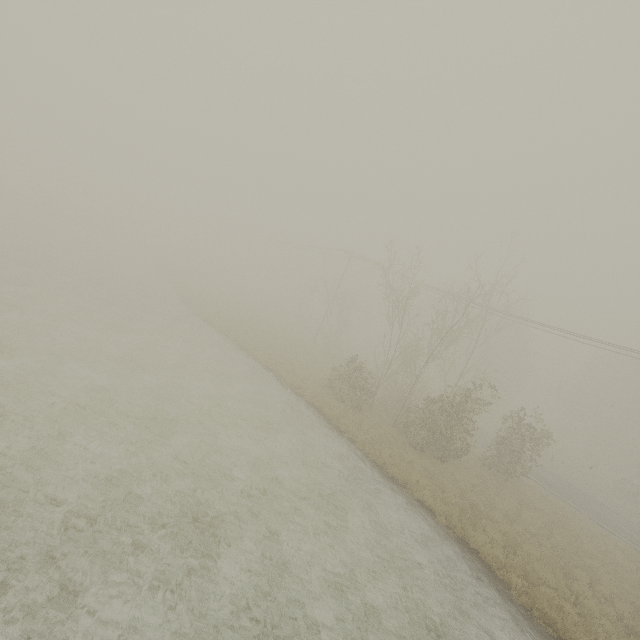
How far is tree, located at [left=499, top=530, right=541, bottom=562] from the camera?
13.7 meters

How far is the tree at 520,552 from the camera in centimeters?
1365cm

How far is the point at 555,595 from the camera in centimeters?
1181cm
